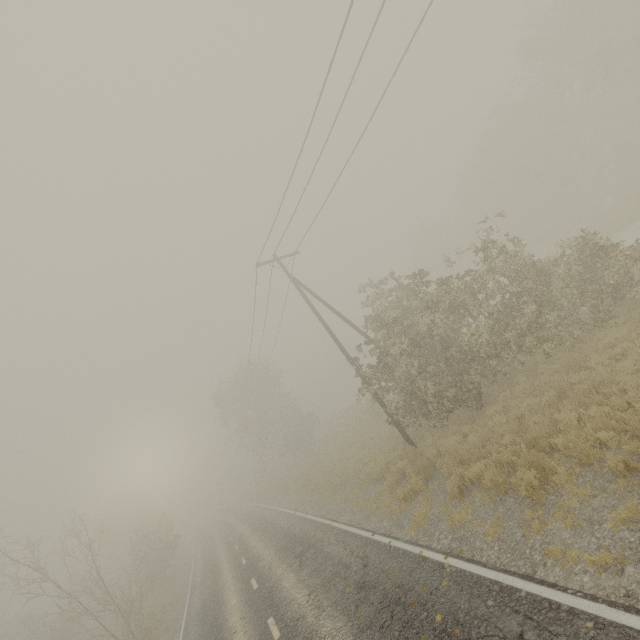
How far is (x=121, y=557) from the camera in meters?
56.7 m

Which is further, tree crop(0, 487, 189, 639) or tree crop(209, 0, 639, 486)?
tree crop(0, 487, 189, 639)

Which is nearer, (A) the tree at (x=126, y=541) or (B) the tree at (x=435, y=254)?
(B) the tree at (x=435, y=254)
